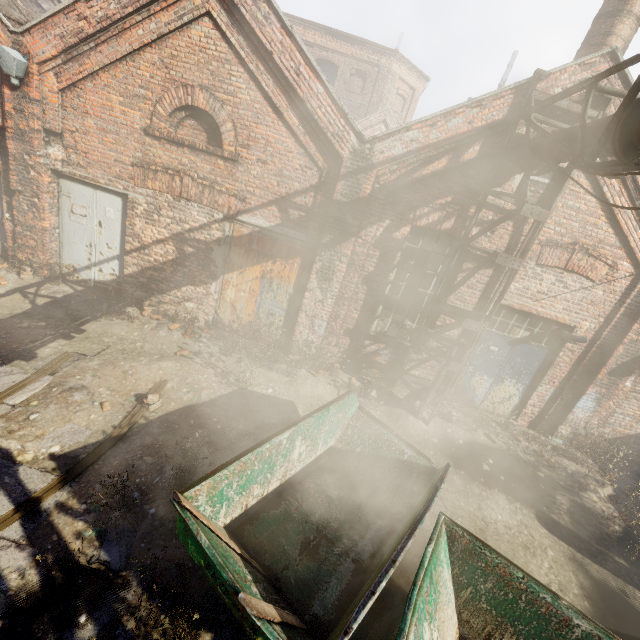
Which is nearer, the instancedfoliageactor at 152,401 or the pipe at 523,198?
the pipe at 523,198

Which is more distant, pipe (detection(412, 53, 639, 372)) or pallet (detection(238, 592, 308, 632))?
Result: pipe (detection(412, 53, 639, 372))

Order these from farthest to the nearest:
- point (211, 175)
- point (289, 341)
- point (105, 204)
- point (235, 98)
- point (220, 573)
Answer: A:
point (289, 341)
point (105, 204)
point (211, 175)
point (235, 98)
point (220, 573)

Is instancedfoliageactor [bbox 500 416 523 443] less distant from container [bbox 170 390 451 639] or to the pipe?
the pipe

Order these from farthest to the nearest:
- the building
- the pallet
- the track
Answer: the building, the track, the pallet

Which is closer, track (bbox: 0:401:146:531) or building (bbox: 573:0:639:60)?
track (bbox: 0:401:146:531)

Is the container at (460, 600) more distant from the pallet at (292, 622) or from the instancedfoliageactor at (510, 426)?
the instancedfoliageactor at (510, 426)

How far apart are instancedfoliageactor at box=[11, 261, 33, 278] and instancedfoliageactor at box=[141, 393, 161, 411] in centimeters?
470cm
